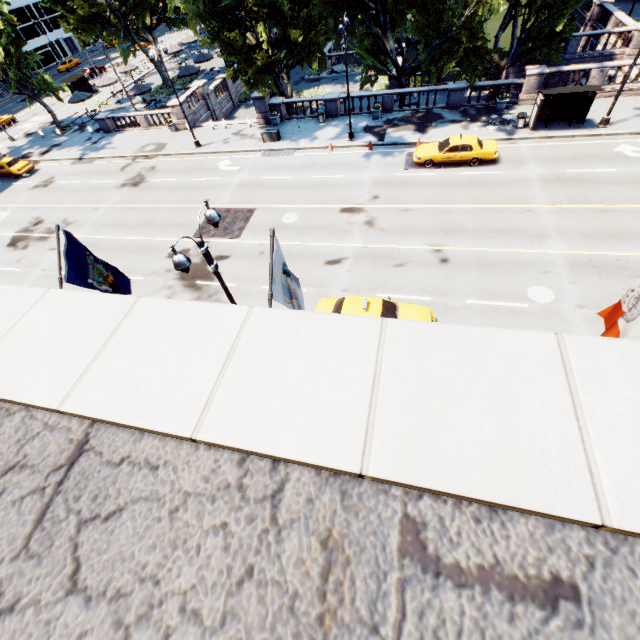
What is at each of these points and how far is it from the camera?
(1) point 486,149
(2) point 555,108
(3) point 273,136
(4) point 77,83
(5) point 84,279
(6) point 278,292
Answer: (1) vehicle, 20.78m
(2) bus stop, 22.44m
(3) container, 27.91m
(4) bus stop, 45.75m
(5) flag, 7.96m
(6) flag, 6.48m

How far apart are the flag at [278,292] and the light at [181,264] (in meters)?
2.67

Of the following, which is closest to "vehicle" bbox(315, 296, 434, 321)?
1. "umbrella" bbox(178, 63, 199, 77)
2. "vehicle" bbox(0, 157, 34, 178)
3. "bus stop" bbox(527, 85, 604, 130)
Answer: "bus stop" bbox(527, 85, 604, 130)

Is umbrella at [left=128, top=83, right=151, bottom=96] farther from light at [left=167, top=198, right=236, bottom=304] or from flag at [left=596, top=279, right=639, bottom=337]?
flag at [left=596, top=279, right=639, bottom=337]

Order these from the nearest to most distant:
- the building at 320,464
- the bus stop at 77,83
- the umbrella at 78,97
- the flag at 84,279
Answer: the building at 320,464
the flag at 84,279
the umbrella at 78,97
the bus stop at 77,83

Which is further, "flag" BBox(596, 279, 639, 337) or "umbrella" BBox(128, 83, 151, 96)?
"umbrella" BBox(128, 83, 151, 96)

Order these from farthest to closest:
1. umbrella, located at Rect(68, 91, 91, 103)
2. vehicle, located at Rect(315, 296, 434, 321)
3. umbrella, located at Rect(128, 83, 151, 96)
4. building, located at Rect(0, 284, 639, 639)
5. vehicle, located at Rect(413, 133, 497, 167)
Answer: umbrella, located at Rect(68, 91, 91, 103), umbrella, located at Rect(128, 83, 151, 96), vehicle, located at Rect(413, 133, 497, 167), vehicle, located at Rect(315, 296, 434, 321), building, located at Rect(0, 284, 639, 639)

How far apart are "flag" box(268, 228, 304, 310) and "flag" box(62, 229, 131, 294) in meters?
4.9
